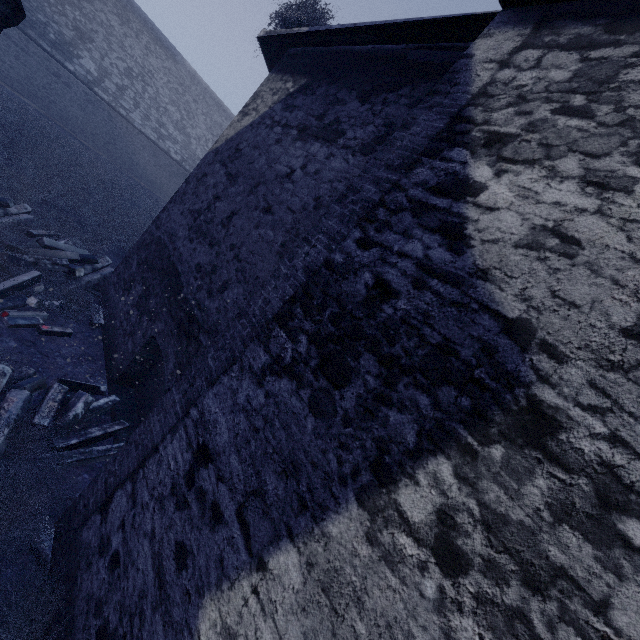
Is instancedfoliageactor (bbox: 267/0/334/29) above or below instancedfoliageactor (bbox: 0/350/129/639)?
above

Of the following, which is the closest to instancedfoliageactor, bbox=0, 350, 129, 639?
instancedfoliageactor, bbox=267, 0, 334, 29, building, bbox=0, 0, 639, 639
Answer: building, bbox=0, 0, 639, 639

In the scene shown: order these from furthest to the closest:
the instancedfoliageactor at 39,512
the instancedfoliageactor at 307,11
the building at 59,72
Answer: the instancedfoliageactor at 307,11 < the instancedfoliageactor at 39,512 < the building at 59,72

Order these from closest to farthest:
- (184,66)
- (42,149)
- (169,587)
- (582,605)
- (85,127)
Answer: (582,605)
(169,587)
(42,149)
(85,127)
(184,66)

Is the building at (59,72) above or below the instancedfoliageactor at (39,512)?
above

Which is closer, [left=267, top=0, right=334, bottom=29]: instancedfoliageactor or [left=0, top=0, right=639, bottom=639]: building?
[left=0, top=0, right=639, bottom=639]: building

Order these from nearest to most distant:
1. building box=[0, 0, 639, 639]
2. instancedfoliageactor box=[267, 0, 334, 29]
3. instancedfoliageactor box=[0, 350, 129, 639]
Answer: building box=[0, 0, 639, 639] → instancedfoliageactor box=[0, 350, 129, 639] → instancedfoliageactor box=[267, 0, 334, 29]
